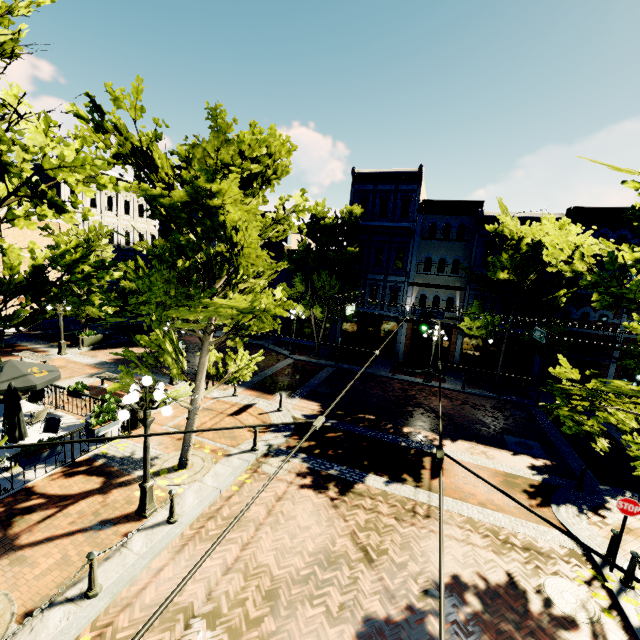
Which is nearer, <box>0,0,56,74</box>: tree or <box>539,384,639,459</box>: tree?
Answer: <box>0,0,56,74</box>: tree

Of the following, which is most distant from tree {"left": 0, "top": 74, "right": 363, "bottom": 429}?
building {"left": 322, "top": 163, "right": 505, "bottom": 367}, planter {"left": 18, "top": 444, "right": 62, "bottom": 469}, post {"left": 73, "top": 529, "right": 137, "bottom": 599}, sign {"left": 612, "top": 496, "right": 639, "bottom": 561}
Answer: planter {"left": 18, "top": 444, "right": 62, "bottom": 469}

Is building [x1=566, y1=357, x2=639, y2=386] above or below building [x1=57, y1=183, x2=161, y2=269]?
below

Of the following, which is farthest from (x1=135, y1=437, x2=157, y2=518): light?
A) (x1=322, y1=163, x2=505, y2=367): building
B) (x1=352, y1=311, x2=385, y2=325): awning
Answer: (x1=322, y1=163, x2=505, y2=367): building

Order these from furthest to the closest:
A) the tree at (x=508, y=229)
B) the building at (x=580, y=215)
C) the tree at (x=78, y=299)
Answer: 1. the building at (x=580, y=215)
2. the tree at (x=508, y=229)
3. the tree at (x=78, y=299)

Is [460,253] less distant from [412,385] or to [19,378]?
[412,385]

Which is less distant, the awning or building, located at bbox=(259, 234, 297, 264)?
the awning

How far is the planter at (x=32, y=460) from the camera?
8.5m
